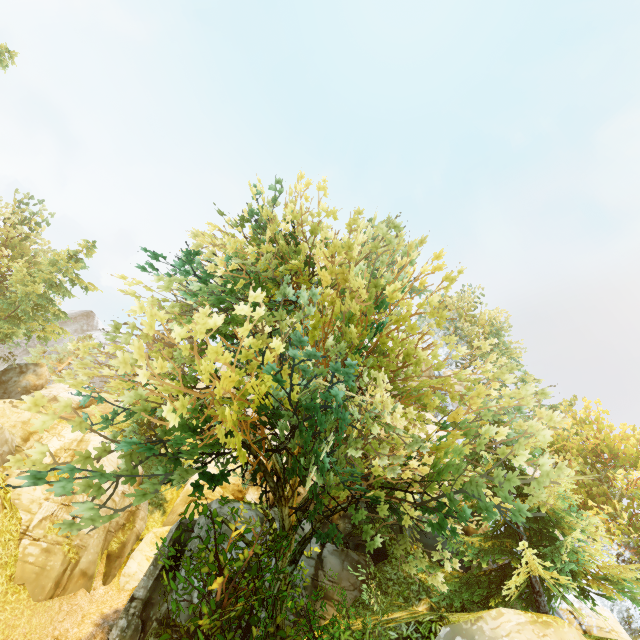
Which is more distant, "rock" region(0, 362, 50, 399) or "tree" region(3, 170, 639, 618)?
"rock" region(0, 362, 50, 399)

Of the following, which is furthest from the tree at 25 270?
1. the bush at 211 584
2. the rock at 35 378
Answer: the rock at 35 378

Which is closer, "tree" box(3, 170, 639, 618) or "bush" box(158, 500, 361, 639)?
"tree" box(3, 170, 639, 618)

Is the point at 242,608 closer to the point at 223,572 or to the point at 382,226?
the point at 223,572

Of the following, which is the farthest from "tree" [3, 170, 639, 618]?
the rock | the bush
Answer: the rock

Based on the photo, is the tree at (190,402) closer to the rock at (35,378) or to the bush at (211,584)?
the bush at (211,584)

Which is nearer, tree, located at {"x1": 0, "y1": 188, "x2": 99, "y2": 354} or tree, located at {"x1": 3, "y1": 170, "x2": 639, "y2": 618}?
tree, located at {"x1": 3, "y1": 170, "x2": 639, "y2": 618}
